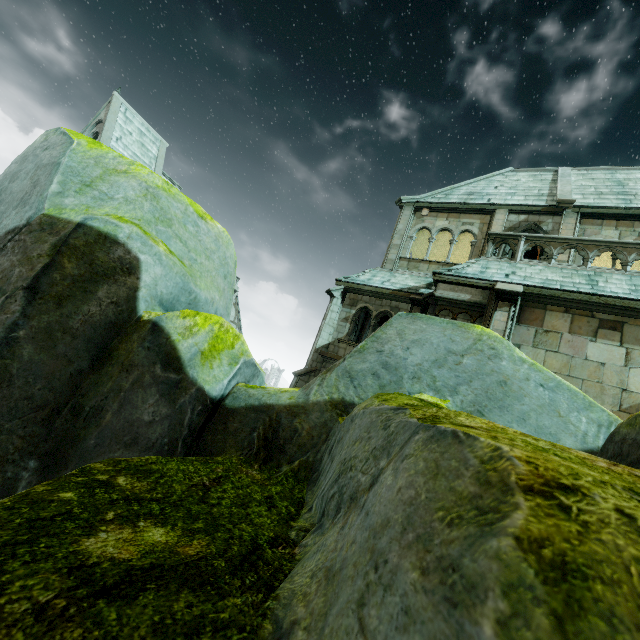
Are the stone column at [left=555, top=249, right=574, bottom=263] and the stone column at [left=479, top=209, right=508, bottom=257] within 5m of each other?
yes

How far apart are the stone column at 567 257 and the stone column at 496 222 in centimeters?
187cm

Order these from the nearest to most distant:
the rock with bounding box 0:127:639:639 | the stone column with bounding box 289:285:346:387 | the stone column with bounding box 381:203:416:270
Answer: the rock with bounding box 0:127:639:639
the stone column with bounding box 289:285:346:387
the stone column with bounding box 381:203:416:270

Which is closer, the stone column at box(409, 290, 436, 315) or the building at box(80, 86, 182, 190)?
the stone column at box(409, 290, 436, 315)

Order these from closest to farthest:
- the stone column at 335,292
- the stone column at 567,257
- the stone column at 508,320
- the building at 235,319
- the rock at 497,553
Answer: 1. the rock at 497,553
2. the stone column at 508,320
3. the stone column at 567,257
4. the stone column at 335,292
5. the building at 235,319

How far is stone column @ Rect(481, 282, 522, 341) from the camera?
9.4 meters

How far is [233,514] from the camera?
1.4 meters

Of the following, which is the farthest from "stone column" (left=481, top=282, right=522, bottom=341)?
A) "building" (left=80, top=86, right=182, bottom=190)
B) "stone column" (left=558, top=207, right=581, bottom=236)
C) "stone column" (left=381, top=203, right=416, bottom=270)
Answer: "building" (left=80, top=86, right=182, bottom=190)
